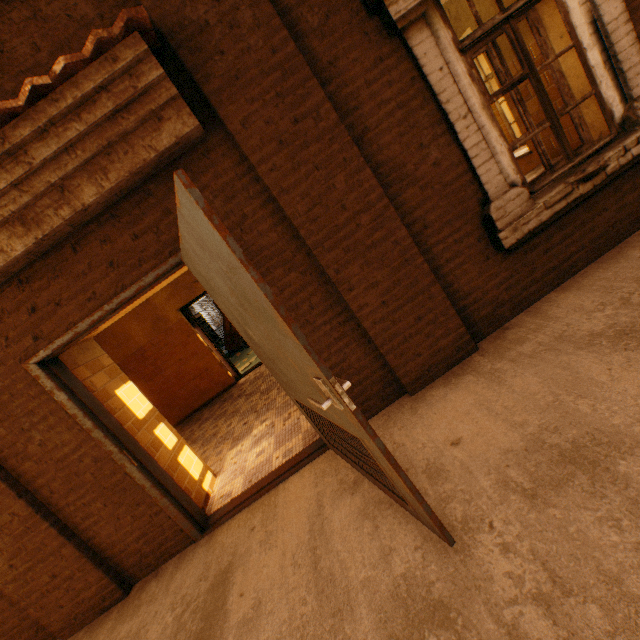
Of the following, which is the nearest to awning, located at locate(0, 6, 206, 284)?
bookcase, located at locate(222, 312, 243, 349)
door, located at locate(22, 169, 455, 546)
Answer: door, located at locate(22, 169, 455, 546)

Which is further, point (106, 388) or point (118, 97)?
point (106, 388)

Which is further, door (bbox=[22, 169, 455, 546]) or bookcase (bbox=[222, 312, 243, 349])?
bookcase (bbox=[222, 312, 243, 349])

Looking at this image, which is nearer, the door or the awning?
the door

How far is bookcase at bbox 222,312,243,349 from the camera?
12.1m

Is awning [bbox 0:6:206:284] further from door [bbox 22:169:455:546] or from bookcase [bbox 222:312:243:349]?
bookcase [bbox 222:312:243:349]

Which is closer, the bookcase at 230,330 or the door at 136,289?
the door at 136,289

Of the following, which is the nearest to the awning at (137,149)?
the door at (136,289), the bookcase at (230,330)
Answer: the door at (136,289)
